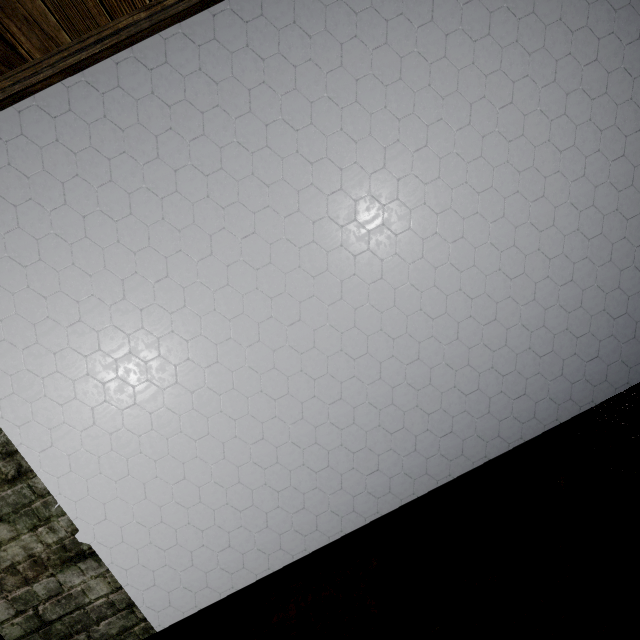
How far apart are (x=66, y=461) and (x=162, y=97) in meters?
1.4 m
